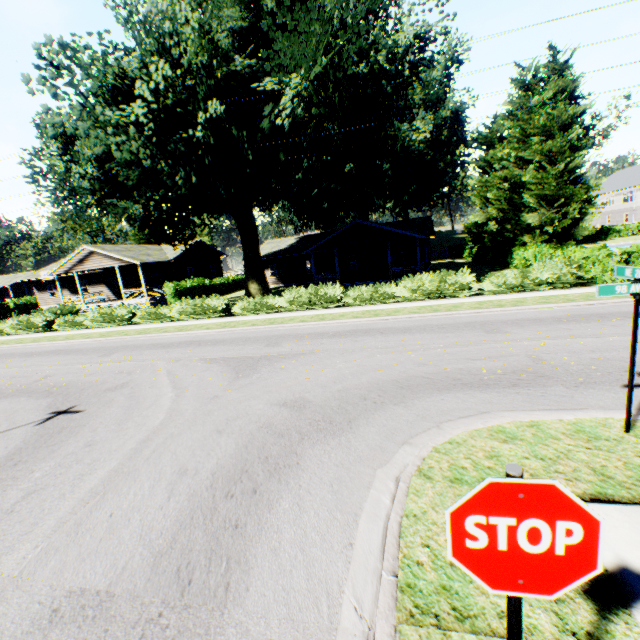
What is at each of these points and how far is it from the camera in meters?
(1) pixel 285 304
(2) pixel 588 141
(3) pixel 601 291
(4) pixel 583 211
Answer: (1) hedge, 19.1
(2) plant, 42.5
(3) sign, 4.5
(4) plant, 42.2

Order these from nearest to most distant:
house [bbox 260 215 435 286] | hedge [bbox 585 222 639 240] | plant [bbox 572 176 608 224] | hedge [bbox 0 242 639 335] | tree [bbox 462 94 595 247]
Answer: hedge [bbox 0 242 639 335] < tree [bbox 462 94 595 247] < house [bbox 260 215 435 286] < plant [bbox 572 176 608 224] < hedge [bbox 585 222 639 240]

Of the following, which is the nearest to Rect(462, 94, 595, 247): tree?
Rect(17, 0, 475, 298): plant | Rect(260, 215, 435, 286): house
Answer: Rect(17, 0, 475, 298): plant

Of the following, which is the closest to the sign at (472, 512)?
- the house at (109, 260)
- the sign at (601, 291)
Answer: the sign at (601, 291)

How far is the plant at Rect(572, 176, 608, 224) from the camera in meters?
40.2 m

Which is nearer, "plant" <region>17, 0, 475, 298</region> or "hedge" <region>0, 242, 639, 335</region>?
"plant" <region>17, 0, 475, 298</region>

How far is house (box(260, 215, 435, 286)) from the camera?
28.8m

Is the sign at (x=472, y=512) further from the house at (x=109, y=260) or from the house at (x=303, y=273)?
the house at (x=109, y=260)
